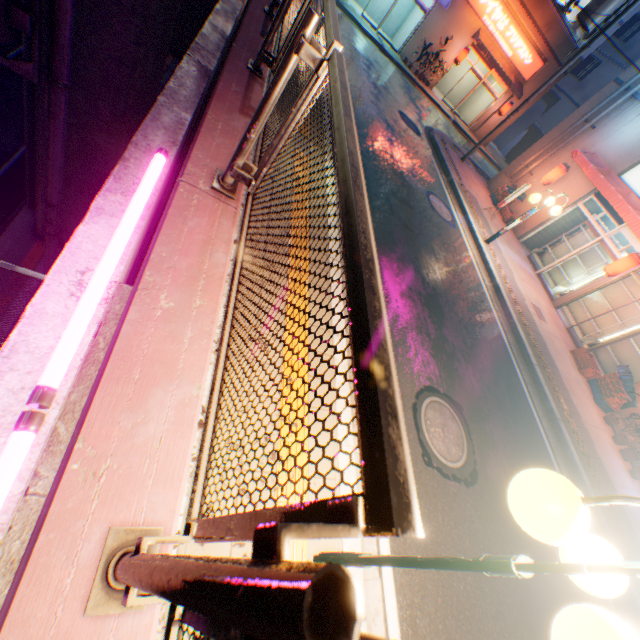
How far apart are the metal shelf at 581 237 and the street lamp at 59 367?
16.0m

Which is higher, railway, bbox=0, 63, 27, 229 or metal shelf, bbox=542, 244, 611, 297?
metal shelf, bbox=542, 244, 611, 297

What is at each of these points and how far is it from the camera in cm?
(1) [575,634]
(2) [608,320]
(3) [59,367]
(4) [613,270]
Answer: (1) street lamp, 108
(2) metal shelf, 1237
(3) street lamp, 159
(4) street lamp, 1057

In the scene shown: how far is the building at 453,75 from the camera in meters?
23.2

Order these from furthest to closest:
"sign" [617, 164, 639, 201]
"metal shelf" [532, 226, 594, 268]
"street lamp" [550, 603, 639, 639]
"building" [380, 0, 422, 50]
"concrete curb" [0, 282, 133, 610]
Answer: "building" [380, 0, 422, 50]
"metal shelf" [532, 226, 594, 268]
"sign" [617, 164, 639, 201]
"concrete curb" [0, 282, 133, 610]
"street lamp" [550, 603, 639, 639]

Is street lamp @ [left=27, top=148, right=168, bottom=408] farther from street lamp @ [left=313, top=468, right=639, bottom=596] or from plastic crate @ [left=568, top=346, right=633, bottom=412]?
plastic crate @ [left=568, top=346, right=633, bottom=412]

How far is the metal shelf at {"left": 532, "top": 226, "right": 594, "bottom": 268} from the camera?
13.96m

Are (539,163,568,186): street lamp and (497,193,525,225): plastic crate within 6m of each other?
yes
